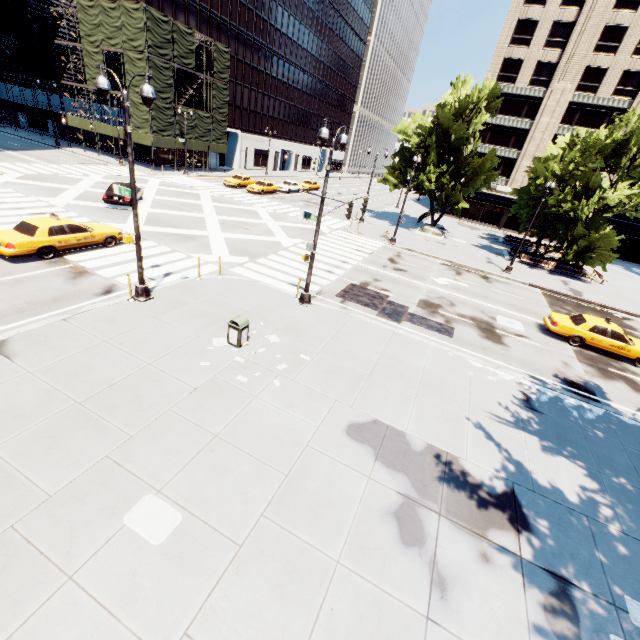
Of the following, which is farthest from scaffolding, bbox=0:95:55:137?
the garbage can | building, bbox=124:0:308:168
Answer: the garbage can

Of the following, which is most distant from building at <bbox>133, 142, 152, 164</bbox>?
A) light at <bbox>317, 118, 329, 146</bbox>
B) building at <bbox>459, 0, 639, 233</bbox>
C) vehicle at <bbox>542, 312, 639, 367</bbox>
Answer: vehicle at <bbox>542, 312, 639, 367</bbox>

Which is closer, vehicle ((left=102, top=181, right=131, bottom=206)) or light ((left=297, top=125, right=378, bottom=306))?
light ((left=297, top=125, right=378, bottom=306))

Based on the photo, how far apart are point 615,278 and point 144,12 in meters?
56.3 m

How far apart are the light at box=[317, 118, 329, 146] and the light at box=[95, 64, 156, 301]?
5.8m

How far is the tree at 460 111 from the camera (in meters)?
29.91

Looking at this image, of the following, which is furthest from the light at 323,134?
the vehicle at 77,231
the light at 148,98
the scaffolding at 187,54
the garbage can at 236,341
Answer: the scaffolding at 187,54

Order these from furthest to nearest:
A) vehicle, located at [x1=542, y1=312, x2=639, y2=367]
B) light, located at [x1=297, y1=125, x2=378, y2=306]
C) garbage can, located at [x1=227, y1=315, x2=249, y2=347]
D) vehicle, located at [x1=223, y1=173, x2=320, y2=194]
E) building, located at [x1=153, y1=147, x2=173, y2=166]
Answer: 1. building, located at [x1=153, y1=147, x2=173, y2=166]
2. vehicle, located at [x1=223, y1=173, x2=320, y2=194]
3. vehicle, located at [x1=542, y1=312, x2=639, y2=367]
4. light, located at [x1=297, y1=125, x2=378, y2=306]
5. garbage can, located at [x1=227, y1=315, x2=249, y2=347]
